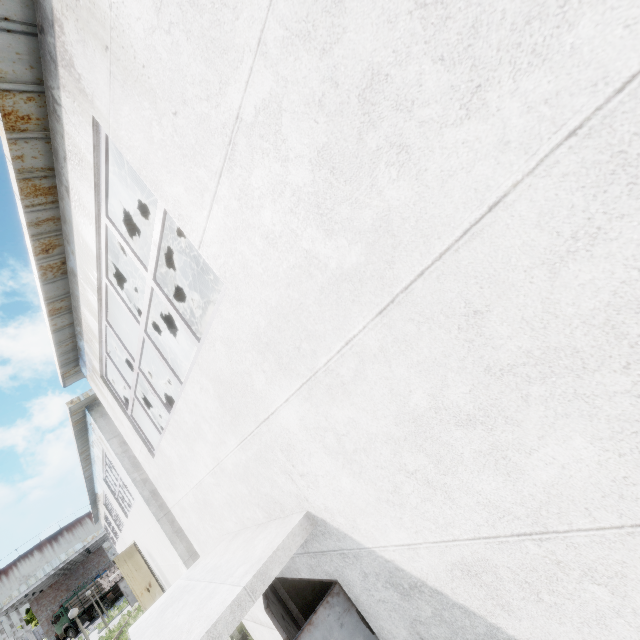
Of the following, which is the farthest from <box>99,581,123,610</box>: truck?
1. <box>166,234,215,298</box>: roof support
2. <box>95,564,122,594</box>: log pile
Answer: <box>166,234,215,298</box>: roof support

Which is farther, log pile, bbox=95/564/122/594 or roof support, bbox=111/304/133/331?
log pile, bbox=95/564/122/594

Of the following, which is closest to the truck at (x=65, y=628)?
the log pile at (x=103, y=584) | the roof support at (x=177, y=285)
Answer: the log pile at (x=103, y=584)

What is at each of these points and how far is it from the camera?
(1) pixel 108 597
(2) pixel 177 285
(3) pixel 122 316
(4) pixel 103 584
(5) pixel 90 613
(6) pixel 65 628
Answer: (1) truck, 37.7m
(2) roof support, 7.9m
(3) roof support, 6.9m
(4) log pile, 37.8m
(5) truck, 38.1m
(6) truck, 38.3m

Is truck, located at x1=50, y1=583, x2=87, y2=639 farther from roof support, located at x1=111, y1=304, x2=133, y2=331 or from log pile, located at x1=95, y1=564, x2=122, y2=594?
roof support, located at x1=111, y1=304, x2=133, y2=331
